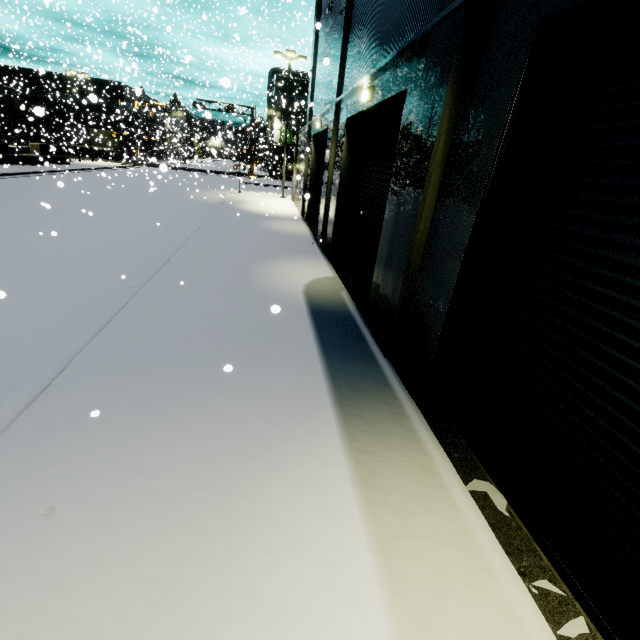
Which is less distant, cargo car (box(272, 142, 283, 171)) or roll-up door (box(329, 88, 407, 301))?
roll-up door (box(329, 88, 407, 301))

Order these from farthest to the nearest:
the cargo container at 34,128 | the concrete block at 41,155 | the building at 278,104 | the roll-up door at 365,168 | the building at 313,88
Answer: the building at 278,104
the cargo container at 34,128
the concrete block at 41,155
the roll-up door at 365,168
the building at 313,88

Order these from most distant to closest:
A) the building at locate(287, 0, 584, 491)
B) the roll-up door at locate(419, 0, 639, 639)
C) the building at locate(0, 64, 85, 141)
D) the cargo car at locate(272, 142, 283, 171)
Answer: the cargo car at locate(272, 142, 283, 171), the building at locate(0, 64, 85, 141), the building at locate(287, 0, 584, 491), the roll-up door at locate(419, 0, 639, 639)

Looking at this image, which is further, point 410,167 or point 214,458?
point 410,167

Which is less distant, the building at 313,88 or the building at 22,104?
the building at 313,88

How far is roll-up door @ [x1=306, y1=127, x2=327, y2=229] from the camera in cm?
1574

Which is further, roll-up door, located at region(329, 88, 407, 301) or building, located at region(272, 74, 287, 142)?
building, located at region(272, 74, 287, 142)

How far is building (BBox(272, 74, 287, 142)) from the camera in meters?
43.7
